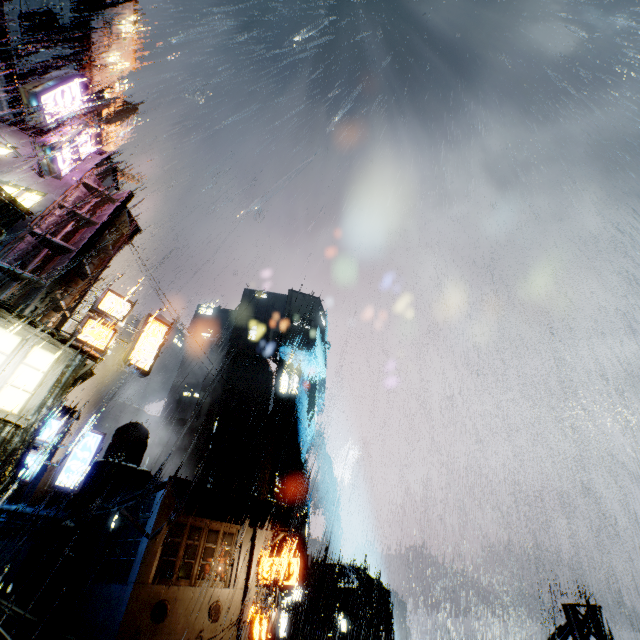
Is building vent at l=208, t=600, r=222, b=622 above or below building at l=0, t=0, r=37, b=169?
below

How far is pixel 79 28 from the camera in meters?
41.5

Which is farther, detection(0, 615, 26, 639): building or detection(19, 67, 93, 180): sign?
detection(0, 615, 26, 639): building

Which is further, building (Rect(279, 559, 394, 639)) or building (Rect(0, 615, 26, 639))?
building (Rect(279, 559, 394, 639))

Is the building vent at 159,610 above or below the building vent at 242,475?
below

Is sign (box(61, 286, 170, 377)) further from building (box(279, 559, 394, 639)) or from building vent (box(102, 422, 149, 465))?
building vent (box(102, 422, 149, 465))

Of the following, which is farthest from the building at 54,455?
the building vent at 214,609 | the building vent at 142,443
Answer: the building vent at 142,443

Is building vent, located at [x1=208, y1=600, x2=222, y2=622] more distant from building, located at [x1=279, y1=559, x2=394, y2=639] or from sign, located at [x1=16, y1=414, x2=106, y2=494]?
sign, located at [x1=16, y1=414, x2=106, y2=494]
